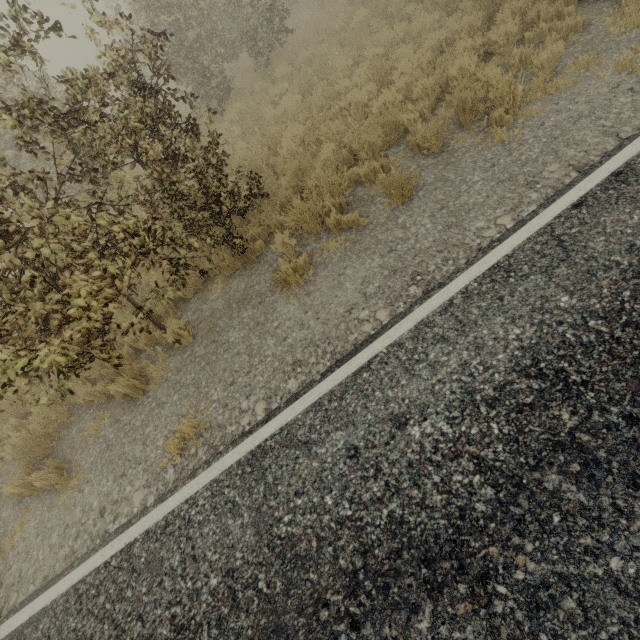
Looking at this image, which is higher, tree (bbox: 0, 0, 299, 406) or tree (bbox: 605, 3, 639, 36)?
tree (bbox: 0, 0, 299, 406)

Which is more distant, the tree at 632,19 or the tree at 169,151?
the tree at 632,19

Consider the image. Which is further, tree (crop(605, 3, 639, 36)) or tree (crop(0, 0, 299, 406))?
tree (crop(605, 3, 639, 36))

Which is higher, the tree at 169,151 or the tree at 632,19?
the tree at 169,151

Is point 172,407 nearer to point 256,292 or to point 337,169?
point 256,292
